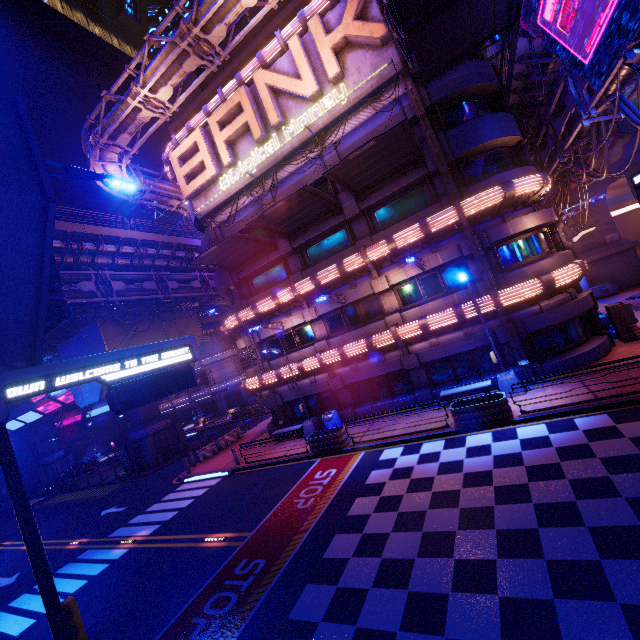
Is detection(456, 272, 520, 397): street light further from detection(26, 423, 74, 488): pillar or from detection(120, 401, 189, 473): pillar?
detection(26, 423, 74, 488): pillar

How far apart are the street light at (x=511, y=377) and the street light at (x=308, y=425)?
9.99m

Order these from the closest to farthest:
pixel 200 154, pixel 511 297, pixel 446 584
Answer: pixel 446 584 → pixel 511 297 → pixel 200 154

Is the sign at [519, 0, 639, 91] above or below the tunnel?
A: above

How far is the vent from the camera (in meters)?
8.88

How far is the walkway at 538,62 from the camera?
15.17m

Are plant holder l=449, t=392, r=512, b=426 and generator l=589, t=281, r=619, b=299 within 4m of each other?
no

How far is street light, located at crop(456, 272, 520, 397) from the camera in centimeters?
1471cm
